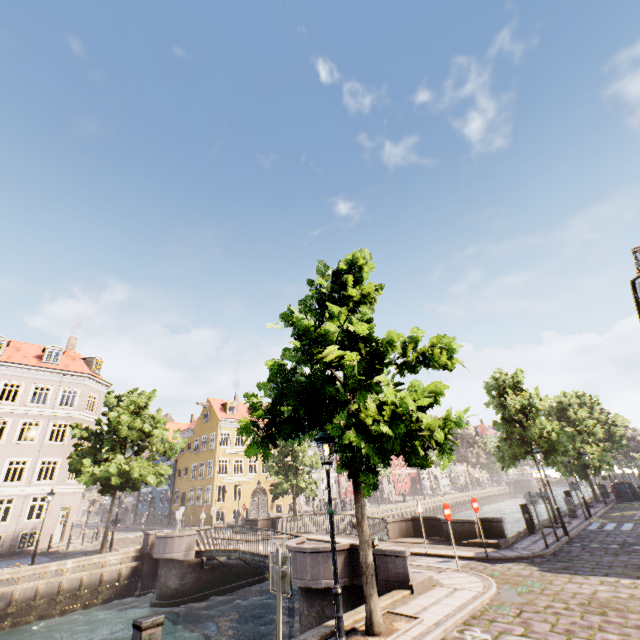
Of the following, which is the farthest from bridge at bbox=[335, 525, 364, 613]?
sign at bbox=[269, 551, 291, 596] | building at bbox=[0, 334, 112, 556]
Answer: building at bbox=[0, 334, 112, 556]

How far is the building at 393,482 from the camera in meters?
54.2 m

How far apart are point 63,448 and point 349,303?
31.5m

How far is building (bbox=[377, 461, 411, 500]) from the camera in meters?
54.2

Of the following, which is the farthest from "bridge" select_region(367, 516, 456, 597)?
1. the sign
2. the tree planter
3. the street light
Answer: the sign

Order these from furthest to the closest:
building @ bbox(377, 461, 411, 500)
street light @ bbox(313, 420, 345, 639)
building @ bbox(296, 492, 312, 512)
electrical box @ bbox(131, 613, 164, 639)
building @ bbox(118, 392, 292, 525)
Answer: building @ bbox(377, 461, 411, 500), building @ bbox(296, 492, 312, 512), building @ bbox(118, 392, 292, 525), street light @ bbox(313, 420, 345, 639), electrical box @ bbox(131, 613, 164, 639)

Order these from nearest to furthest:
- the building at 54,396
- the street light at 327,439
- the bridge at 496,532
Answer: the street light at 327,439 < the bridge at 496,532 < the building at 54,396
